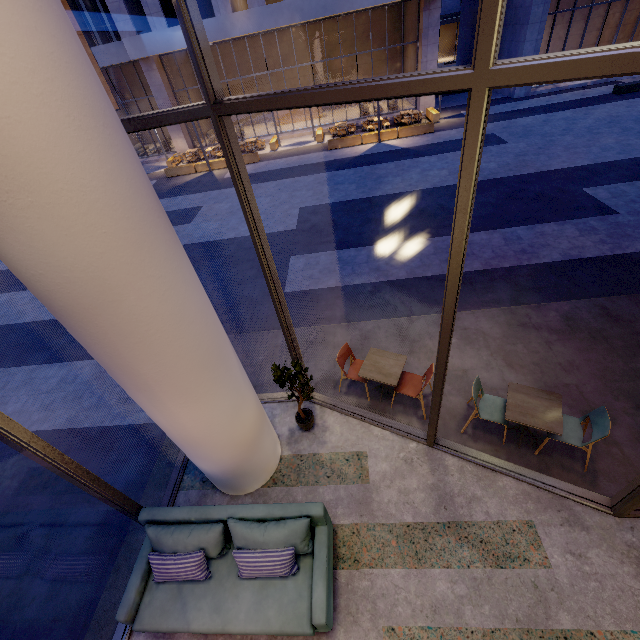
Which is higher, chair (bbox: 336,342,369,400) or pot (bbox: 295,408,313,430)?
chair (bbox: 336,342,369,400)

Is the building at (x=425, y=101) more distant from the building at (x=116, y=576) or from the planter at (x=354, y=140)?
the building at (x=116, y=576)

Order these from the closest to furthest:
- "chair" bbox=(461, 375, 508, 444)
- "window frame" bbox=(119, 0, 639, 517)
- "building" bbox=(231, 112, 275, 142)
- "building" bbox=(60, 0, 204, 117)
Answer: "window frame" bbox=(119, 0, 639, 517) < "chair" bbox=(461, 375, 508, 444) < "building" bbox=(60, 0, 204, 117) < "building" bbox=(231, 112, 275, 142)

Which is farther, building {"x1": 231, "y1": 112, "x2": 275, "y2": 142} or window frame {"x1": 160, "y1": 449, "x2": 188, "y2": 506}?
building {"x1": 231, "y1": 112, "x2": 275, "y2": 142}

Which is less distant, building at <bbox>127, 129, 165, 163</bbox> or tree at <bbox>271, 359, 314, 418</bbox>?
tree at <bbox>271, 359, 314, 418</bbox>

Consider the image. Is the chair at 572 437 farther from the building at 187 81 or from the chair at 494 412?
the building at 187 81

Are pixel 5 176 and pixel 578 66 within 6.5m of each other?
yes

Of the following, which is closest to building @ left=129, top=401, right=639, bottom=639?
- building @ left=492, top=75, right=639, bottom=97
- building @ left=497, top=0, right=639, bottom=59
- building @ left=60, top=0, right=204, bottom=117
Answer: building @ left=60, top=0, right=204, bottom=117
